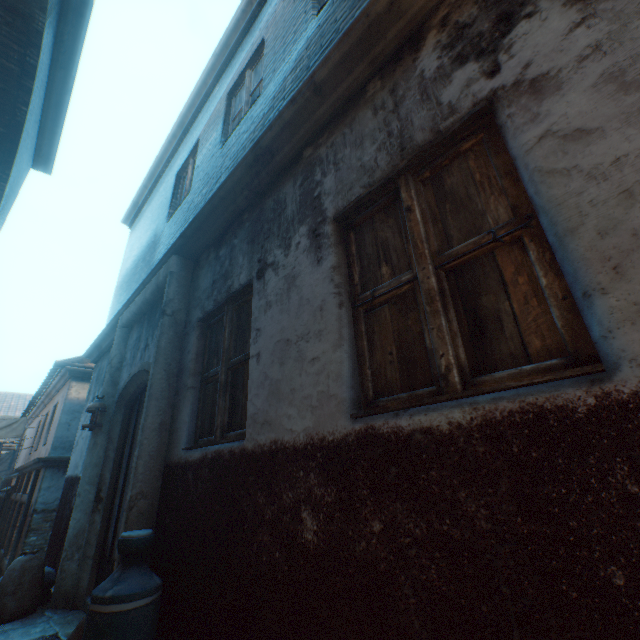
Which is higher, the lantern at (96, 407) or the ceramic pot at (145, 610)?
the lantern at (96, 407)

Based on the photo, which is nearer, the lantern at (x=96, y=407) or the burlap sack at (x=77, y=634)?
the burlap sack at (x=77, y=634)

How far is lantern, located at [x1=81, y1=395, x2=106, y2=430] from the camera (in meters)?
4.39

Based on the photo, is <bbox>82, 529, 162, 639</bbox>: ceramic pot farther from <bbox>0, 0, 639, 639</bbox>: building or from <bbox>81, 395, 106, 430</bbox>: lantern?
<bbox>81, 395, 106, 430</bbox>: lantern

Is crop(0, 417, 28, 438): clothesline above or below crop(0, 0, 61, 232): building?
below

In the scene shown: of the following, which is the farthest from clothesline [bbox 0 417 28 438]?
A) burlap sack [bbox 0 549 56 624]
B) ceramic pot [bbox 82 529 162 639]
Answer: ceramic pot [bbox 82 529 162 639]

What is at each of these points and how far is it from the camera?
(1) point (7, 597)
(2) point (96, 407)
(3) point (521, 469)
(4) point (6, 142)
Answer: (1) burlap sack, 3.4m
(2) lantern, 4.5m
(3) building, 1.0m
(4) building, 4.1m
